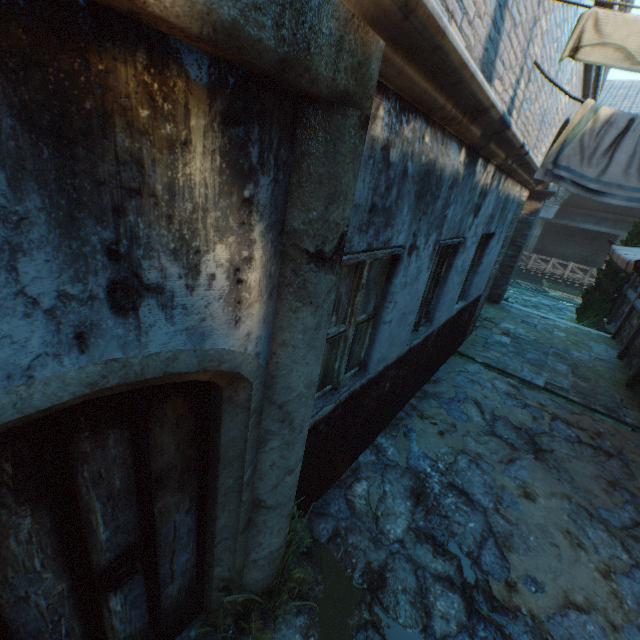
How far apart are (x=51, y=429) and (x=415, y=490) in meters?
3.9 m

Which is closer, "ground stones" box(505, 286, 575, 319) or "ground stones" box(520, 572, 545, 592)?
"ground stones" box(520, 572, 545, 592)

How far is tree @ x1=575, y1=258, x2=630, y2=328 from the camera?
11.9m

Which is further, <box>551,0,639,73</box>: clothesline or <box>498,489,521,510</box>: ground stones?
<box>498,489,521,510</box>: ground stones

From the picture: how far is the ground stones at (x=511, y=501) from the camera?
3.9m

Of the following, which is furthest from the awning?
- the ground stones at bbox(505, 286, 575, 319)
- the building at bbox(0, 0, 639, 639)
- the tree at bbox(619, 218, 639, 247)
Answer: the ground stones at bbox(505, 286, 575, 319)

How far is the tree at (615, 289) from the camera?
11.90m

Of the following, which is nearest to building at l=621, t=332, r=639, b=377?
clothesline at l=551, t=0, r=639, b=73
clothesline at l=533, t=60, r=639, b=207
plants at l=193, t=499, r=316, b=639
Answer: clothesline at l=533, t=60, r=639, b=207
